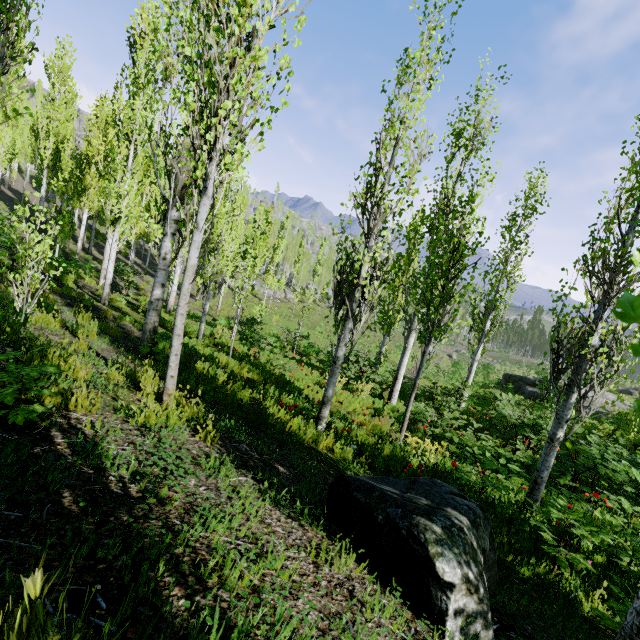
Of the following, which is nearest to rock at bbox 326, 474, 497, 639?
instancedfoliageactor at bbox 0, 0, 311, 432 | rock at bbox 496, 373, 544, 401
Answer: instancedfoliageactor at bbox 0, 0, 311, 432

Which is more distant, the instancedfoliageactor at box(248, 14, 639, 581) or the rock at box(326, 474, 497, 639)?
the instancedfoliageactor at box(248, 14, 639, 581)

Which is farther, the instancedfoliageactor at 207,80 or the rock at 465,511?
the instancedfoliageactor at 207,80

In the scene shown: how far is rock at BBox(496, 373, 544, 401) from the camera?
21.09m

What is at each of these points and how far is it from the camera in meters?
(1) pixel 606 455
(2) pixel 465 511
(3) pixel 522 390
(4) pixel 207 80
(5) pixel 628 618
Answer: (1) instancedfoliageactor, 6.3
(2) rock, 2.9
(3) rock, 22.6
(4) instancedfoliageactor, 3.7
(5) instancedfoliageactor, 2.8

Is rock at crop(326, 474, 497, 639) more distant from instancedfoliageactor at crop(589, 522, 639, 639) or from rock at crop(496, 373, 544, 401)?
rock at crop(496, 373, 544, 401)

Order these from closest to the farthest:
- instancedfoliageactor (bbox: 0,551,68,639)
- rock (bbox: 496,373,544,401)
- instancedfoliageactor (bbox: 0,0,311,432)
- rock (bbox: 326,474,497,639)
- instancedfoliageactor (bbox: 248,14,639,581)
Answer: instancedfoliageactor (bbox: 0,551,68,639), rock (bbox: 326,474,497,639), instancedfoliageactor (bbox: 0,0,311,432), instancedfoliageactor (bbox: 248,14,639,581), rock (bbox: 496,373,544,401)

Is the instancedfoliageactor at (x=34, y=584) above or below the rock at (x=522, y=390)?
above
